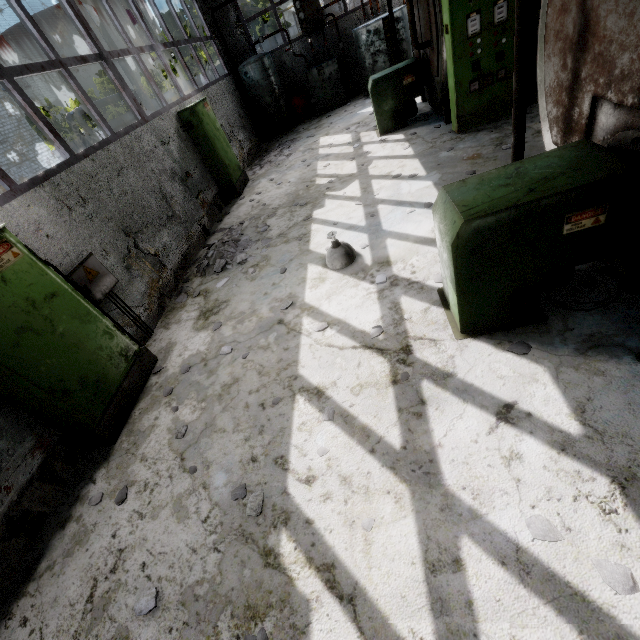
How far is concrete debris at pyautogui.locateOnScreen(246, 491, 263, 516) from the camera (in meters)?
2.81

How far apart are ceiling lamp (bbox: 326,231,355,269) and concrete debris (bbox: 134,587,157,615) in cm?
418

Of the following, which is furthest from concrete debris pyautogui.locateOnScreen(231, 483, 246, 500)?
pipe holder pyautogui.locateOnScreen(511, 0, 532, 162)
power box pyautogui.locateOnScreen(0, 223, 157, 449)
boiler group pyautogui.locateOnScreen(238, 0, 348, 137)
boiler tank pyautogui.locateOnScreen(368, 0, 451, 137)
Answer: boiler group pyautogui.locateOnScreen(238, 0, 348, 137)

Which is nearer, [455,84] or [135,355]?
[135,355]

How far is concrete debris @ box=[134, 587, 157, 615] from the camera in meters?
2.6 m

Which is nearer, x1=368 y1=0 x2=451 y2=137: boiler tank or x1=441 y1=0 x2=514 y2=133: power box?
x1=441 y1=0 x2=514 y2=133: power box

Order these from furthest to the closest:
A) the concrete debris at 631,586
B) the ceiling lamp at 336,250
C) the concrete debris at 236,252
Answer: the concrete debris at 236,252, the ceiling lamp at 336,250, the concrete debris at 631,586

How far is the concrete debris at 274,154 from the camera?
10.95m
